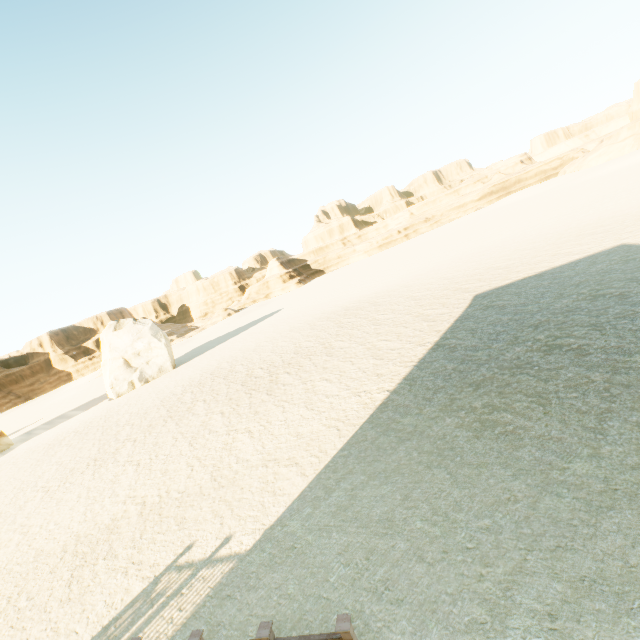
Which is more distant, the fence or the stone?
the stone

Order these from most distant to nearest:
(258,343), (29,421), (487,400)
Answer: (29,421), (258,343), (487,400)

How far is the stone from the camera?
31.9m

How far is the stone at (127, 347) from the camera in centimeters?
3192cm

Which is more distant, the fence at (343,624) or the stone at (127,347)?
the stone at (127,347)
